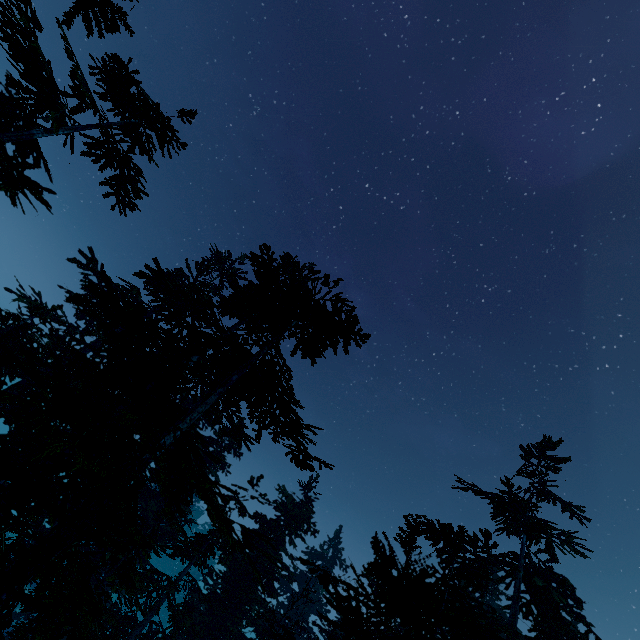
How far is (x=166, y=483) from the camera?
6.9m

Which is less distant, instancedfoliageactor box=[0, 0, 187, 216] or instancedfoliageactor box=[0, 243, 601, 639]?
instancedfoliageactor box=[0, 243, 601, 639]

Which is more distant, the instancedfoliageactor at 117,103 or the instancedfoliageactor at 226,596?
the instancedfoliageactor at 117,103
